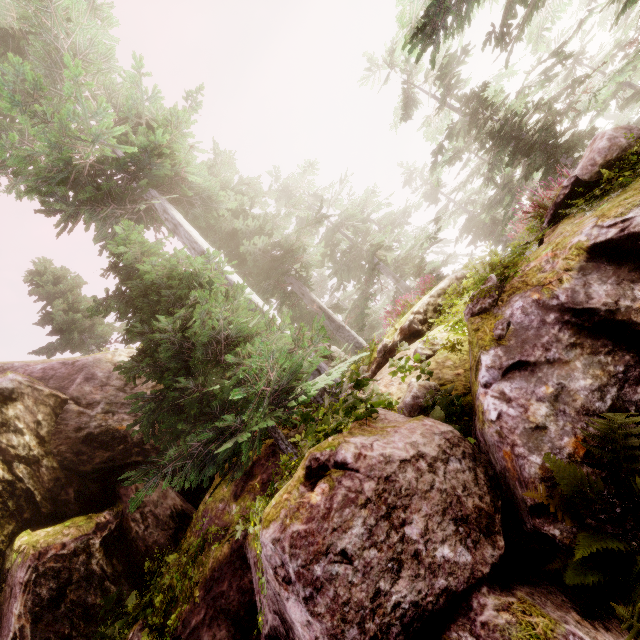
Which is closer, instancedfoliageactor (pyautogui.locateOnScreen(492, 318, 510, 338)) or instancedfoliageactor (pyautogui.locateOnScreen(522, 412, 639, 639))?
instancedfoliageactor (pyautogui.locateOnScreen(522, 412, 639, 639))

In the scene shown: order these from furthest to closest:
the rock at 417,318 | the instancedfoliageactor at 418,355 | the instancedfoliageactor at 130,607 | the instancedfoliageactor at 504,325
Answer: the rock at 417,318, the instancedfoliageactor at 418,355, the instancedfoliageactor at 130,607, the instancedfoliageactor at 504,325

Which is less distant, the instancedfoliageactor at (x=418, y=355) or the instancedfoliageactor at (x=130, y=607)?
the instancedfoliageactor at (x=130, y=607)

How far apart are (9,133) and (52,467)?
7.5m

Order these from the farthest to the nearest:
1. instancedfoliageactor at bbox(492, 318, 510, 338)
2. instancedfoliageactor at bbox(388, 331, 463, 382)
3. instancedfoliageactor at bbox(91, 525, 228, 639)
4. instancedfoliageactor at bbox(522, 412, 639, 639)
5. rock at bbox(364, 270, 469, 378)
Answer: rock at bbox(364, 270, 469, 378), instancedfoliageactor at bbox(388, 331, 463, 382), instancedfoliageactor at bbox(91, 525, 228, 639), instancedfoliageactor at bbox(492, 318, 510, 338), instancedfoliageactor at bbox(522, 412, 639, 639)

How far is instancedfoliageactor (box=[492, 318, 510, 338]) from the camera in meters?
4.1 m

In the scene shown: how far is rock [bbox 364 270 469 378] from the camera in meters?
7.3
